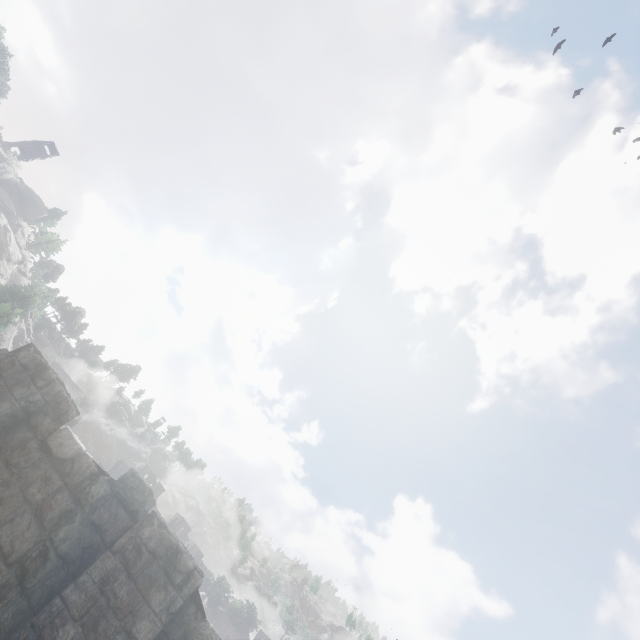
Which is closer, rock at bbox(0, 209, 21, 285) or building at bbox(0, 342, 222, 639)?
building at bbox(0, 342, 222, 639)

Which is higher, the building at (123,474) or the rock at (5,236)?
the rock at (5,236)

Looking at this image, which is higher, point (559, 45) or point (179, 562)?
point (559, 45)

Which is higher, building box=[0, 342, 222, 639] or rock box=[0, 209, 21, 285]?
rock box=[0, 209, 21, 285]

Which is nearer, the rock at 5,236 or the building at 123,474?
the building at 123,474
